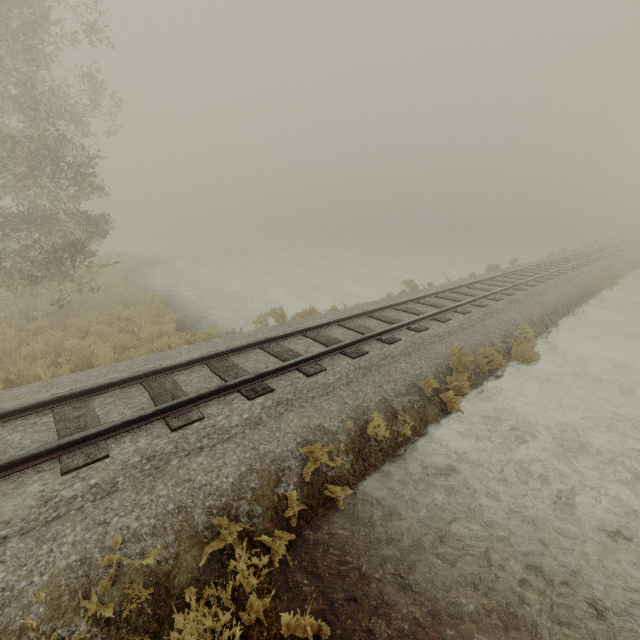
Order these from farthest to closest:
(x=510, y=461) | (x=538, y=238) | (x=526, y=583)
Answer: (x=538, y=238) → (x=510, y=461) → (x=526, y=583)
